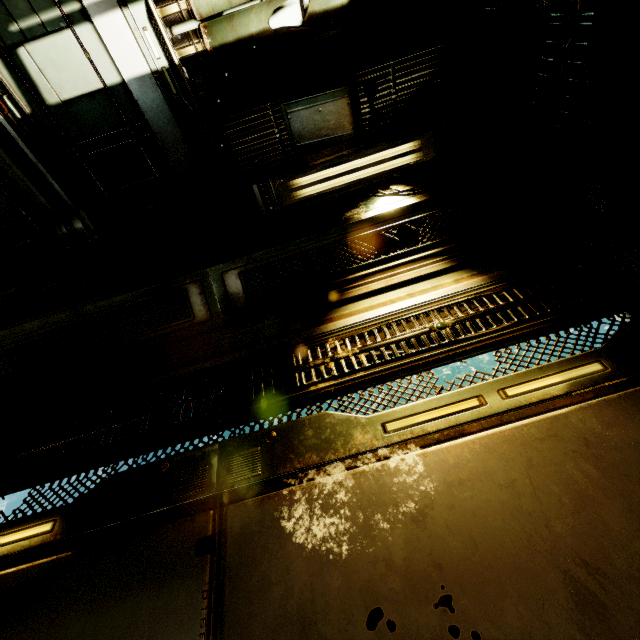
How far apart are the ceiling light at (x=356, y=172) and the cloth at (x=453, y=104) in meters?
0.0 m

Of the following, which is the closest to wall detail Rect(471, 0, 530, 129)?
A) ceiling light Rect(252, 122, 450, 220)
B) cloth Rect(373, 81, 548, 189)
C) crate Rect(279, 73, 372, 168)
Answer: cloth Rect(373, 81, 548, 189)

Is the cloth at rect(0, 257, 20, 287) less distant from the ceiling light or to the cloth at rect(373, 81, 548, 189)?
the ceiling light

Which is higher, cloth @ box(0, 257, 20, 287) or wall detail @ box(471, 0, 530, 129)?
wall detail @ box(471, 0, 530, 129)

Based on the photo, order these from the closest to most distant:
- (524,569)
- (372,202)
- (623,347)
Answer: (524,569)
(623,347)
(372,202)

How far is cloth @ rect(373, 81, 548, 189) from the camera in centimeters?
328cm

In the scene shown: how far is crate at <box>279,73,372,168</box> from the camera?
3.08m

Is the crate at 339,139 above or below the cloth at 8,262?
above
